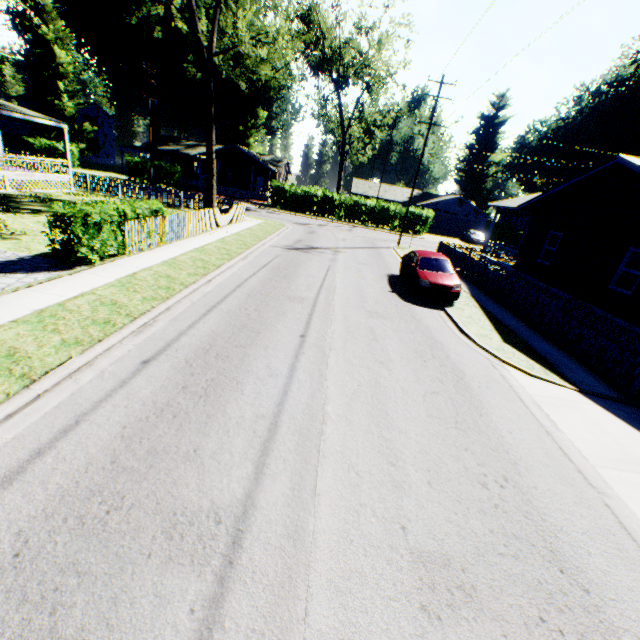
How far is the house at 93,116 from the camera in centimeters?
5659cm

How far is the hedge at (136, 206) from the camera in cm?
933

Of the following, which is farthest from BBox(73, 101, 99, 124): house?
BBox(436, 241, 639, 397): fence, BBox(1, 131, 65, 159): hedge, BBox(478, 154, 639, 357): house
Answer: BBox(478, 154, 639, 357): house

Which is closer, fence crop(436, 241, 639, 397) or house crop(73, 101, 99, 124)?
fence crop(436, 241, 639, 397)

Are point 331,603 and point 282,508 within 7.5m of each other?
yes

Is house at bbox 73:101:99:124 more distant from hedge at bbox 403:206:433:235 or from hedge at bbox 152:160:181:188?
hedge at bbox 403:206:433:235

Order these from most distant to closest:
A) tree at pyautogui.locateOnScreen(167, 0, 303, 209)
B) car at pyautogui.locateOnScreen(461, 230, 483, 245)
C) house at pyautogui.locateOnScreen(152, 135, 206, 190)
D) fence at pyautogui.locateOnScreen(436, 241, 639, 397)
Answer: house at pyautogui.locateOnScreen(152, 135, 206, 190), car at pyautogui.locateOnScreen(461, 230, 483, 245), tree at pyautogui.locateOnScreen(167, 0, 303, 209), fence at pyautogui.locateOnScreen(436, 241, 639, 397)

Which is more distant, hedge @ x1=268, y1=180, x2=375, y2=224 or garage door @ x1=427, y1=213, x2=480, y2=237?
garage door @ x1=427, y1=213, x2=480, y2=237
